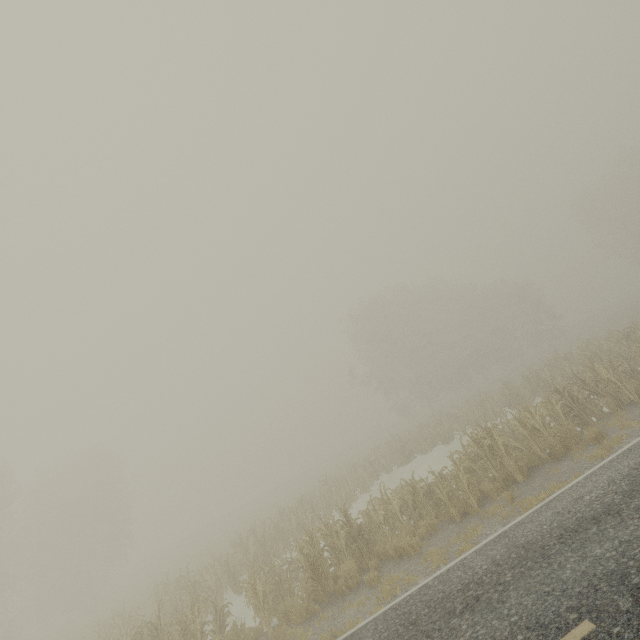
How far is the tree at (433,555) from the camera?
7.9m

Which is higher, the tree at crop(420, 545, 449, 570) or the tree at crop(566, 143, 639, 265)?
the tree at crop(566, 143, 639, 265)

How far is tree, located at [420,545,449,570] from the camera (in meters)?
7.92

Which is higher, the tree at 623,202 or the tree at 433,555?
the tree at 623,202

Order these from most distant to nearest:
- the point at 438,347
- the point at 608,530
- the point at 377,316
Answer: the point at 438,347 → the point at 377,316 → the point at 608,530

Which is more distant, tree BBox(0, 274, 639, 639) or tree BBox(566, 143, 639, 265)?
tree BBox(566, 143, 639, 265)

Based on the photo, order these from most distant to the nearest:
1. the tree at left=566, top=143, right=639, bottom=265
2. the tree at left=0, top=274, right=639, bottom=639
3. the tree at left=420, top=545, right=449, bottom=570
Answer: the tree at left=566, top=143, right=639, bottom=265, the tree at left=0, top=274, right=639, bottom=639, the tree at left=420, top=545, right=449, bottom=570
